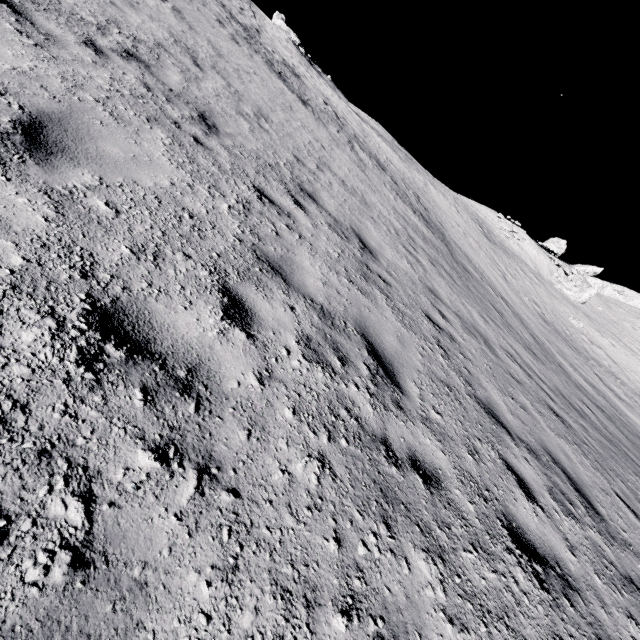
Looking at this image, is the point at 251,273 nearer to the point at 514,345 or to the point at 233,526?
the point at 233,526

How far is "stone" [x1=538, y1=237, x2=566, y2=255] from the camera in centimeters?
5538cm

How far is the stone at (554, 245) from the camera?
55.4m
